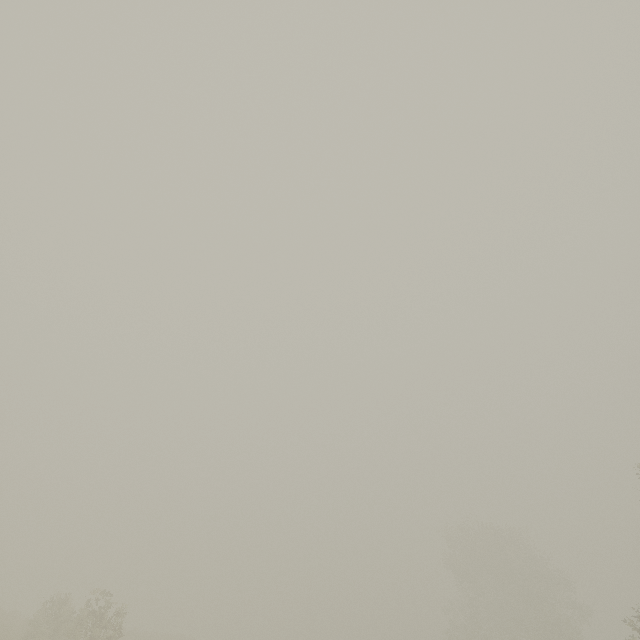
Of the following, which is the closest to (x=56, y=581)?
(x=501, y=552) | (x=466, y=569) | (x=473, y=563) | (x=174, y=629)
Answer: (x=174, y=629)
